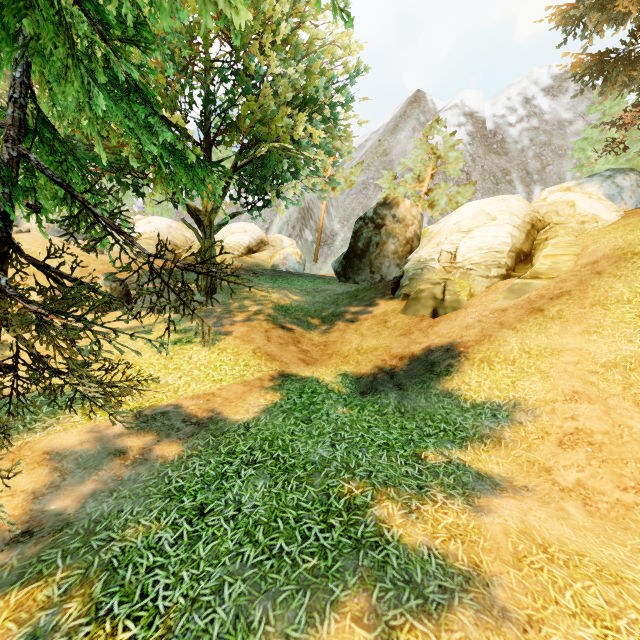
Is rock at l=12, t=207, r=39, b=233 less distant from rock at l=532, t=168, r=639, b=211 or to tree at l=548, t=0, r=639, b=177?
tree at l=548, t=0, r=639, b=177

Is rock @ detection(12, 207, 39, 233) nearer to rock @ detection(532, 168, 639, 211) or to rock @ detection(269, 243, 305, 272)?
rock @ detection(269, 243, 305, 272)

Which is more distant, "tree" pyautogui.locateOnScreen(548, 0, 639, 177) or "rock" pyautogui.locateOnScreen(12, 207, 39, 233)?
"rock" pyautogui.locateOnScreen(12, 207, 39, 233)

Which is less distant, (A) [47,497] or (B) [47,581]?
(B) [47,581]

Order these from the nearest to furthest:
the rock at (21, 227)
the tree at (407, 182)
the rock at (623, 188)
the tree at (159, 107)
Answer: the tree at (159, 107) → the rock at (623, 188) → the rock at (21, 227) → the tree at (407, 182)

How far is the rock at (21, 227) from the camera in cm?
2110

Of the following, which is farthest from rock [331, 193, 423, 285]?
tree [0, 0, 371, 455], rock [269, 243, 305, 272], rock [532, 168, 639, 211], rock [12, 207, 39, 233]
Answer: rock [12, 207, 39, 233]

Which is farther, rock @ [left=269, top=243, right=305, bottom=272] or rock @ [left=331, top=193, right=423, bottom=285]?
rock @ [left=269, top=243, right=305, bottom=272]
